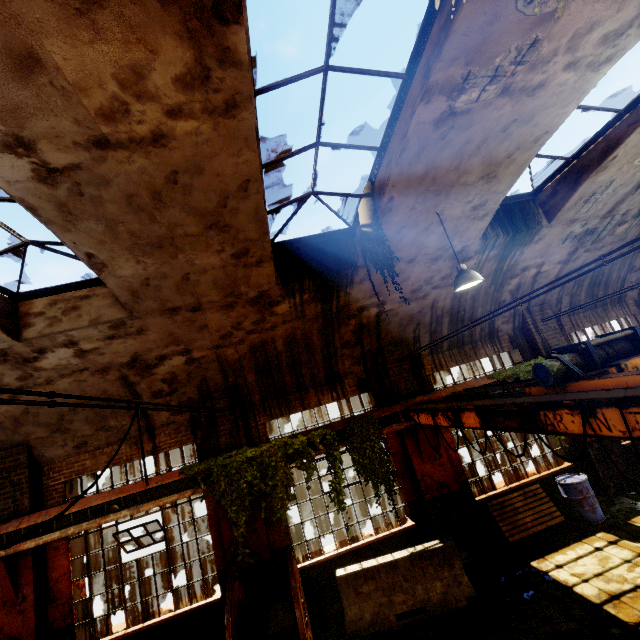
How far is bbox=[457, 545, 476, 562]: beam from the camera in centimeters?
781cm

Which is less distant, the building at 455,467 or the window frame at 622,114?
the window frame at 622,114

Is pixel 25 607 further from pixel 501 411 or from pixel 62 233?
pixel 501 411

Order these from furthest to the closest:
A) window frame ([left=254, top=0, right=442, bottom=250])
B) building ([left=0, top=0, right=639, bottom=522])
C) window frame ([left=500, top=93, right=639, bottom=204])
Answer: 1. window frame ([left=500, top=93, right=639, bottom=204])
2. window frame ([left=254, top=0, right=442, bottom=250])
3. building ([left=0, top=0, right=639, bottom=522])

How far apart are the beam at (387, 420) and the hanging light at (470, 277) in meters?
3.8

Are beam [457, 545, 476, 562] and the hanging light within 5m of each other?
no

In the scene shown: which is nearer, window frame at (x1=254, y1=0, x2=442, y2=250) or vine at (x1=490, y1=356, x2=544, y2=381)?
window frame at (x1=254, y1=0, x2=442, y2=250)
